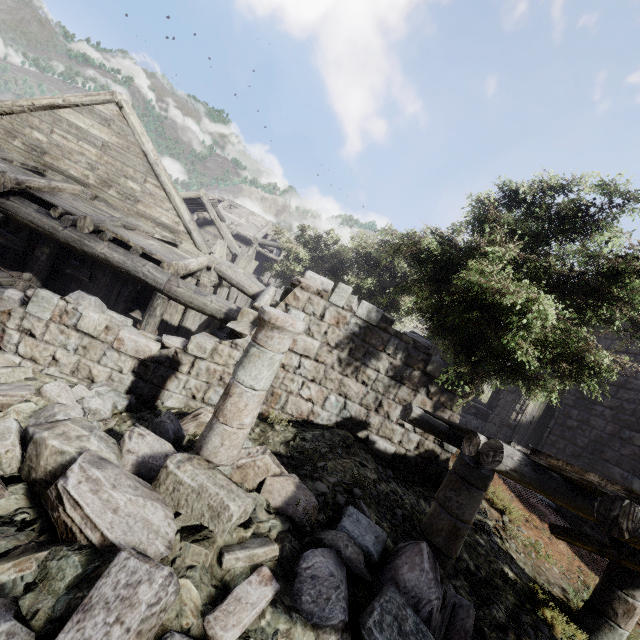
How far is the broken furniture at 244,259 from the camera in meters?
16.0 m

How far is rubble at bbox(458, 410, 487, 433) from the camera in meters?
15.6

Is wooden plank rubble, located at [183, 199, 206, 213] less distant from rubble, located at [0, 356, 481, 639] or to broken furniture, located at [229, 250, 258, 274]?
broken furniture, located at [229, 250, 258, 274]

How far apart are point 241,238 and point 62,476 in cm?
2614

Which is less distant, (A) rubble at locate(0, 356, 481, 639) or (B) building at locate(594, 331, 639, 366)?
(A) rubble at locate(0, 356, 481, 639)

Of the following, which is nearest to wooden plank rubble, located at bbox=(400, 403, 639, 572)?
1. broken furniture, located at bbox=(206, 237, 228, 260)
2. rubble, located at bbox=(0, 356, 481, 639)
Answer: rubble, located at bbox=(0, 356, 481, 639)

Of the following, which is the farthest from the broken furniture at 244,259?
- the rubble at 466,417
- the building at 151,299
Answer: the rubble at 466,417

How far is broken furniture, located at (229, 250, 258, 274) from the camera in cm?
1602
